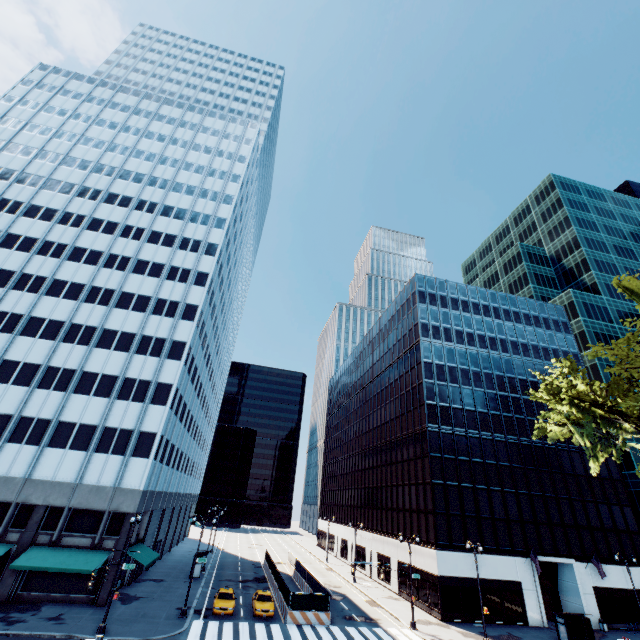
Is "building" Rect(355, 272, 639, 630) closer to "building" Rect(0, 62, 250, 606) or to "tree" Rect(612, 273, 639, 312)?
"tree" Rect(612, 273, 639, 312)

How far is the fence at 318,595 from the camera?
29.6 meters

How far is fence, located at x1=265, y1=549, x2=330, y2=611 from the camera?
29.61m

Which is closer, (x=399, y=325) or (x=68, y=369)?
(x=68, y=369)

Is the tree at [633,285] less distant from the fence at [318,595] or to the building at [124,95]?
the fence at [318,595]

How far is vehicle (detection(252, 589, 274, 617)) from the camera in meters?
28.9 m

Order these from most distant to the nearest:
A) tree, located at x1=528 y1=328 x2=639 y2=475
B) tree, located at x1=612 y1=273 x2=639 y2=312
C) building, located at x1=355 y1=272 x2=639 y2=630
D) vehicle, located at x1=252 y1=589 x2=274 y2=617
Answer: building, located at x1=355 y1=272 x2=639 y2=630 < vehicle, located at x1=252 y1=589 x2=274 y2=617 < tree, located at x1=612 y1=273 x2=639 y2=312 < tree, located at x1=528 y1=328 x2=639 y2=475

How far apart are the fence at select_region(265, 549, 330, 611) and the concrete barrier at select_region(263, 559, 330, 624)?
0.0 meters
